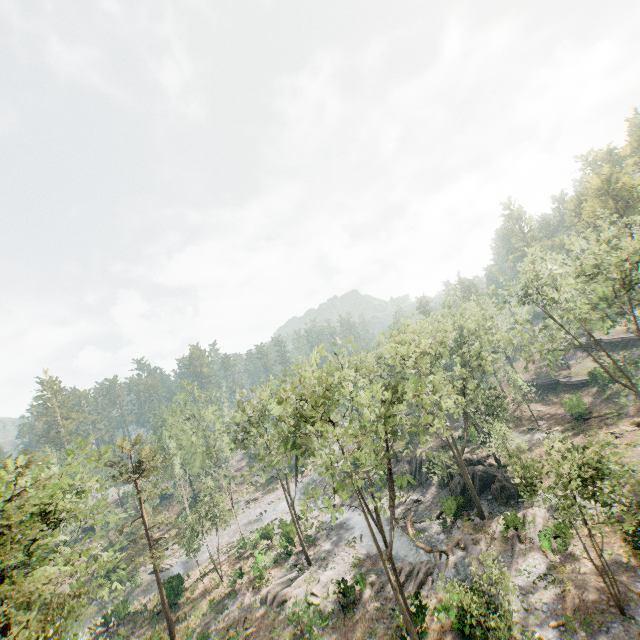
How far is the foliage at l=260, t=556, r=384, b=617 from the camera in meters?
25.1

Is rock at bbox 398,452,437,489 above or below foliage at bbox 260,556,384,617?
above

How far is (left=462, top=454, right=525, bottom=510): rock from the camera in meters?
29.3 m

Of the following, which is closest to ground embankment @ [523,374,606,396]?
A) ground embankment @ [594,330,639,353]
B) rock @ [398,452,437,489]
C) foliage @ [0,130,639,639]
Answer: foliage @ [0,130,639,639]

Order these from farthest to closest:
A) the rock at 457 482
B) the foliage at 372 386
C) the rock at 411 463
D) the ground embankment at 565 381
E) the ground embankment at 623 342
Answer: the ground embankment at 623 342 → the ground embankment at 565 381 → the rock at 411 463 → the rock at 457 482 → the foliage at 372 386

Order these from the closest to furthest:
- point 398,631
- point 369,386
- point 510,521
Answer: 1. point 398,631
2. point 510,521
3. point 369,386

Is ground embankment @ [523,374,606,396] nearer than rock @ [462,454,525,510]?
No

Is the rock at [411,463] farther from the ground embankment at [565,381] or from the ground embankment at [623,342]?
the ground embankment at [623,342]
